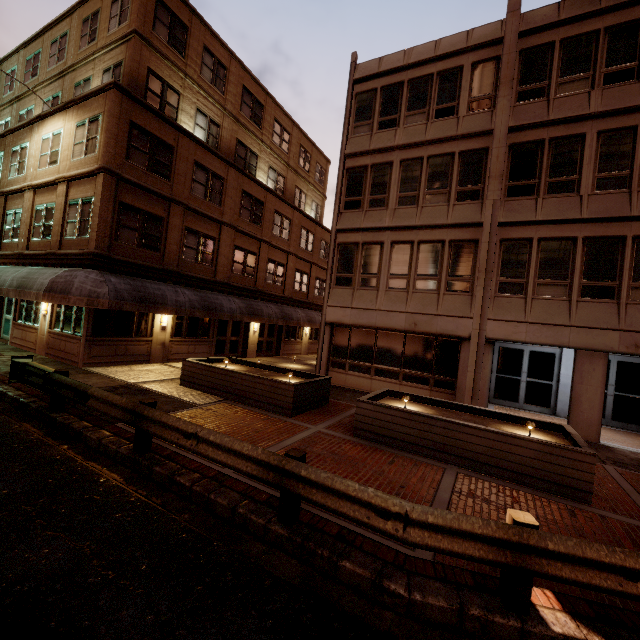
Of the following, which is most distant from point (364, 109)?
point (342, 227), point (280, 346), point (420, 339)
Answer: point (280, 346)

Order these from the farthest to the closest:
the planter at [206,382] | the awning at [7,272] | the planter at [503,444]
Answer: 1. the awning at [7,272]
2. the planter at [206,382]
3. the planter at [503,444]

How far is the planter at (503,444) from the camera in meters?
6.4

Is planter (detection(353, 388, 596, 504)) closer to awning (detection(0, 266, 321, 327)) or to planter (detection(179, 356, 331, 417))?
planter (detection(179, 356, 331, 417))

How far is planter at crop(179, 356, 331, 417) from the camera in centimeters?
977cm

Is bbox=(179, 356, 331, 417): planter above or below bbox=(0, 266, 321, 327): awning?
below

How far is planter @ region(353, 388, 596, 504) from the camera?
6.4m
